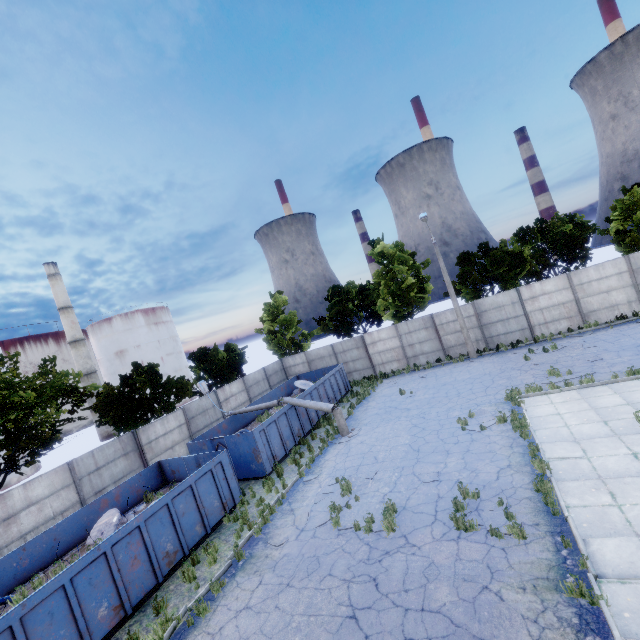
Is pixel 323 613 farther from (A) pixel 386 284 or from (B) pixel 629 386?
(A) pixel 386 284

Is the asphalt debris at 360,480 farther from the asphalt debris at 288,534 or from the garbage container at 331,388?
the garbage container at 331,388

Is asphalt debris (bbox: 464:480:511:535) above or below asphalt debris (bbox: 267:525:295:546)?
below

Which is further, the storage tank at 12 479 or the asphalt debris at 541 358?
the storage tank at 12 479

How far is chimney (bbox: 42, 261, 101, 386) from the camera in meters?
43.2 m

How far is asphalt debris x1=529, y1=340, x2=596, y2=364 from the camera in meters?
17.2 m

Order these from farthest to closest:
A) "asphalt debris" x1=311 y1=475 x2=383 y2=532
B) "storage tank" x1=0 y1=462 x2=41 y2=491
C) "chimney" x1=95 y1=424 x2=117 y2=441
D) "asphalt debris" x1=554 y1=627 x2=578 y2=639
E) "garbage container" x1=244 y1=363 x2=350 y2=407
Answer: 1. "chimney" x1=95 y1=424 x2=117 y2=441
2. "storage tank" x1=0 y1=462 x2=41 y2=491
3. "garbage container" x1=244 y1=363 x2=350 y2=407
4. "asphalt debris" x1=311 y1=475 x2=383 y2=532
5. "asphalt debris" x1=554 y1=627 x2=578 y2=639

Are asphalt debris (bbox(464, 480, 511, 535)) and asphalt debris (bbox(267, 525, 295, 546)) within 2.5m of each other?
no
